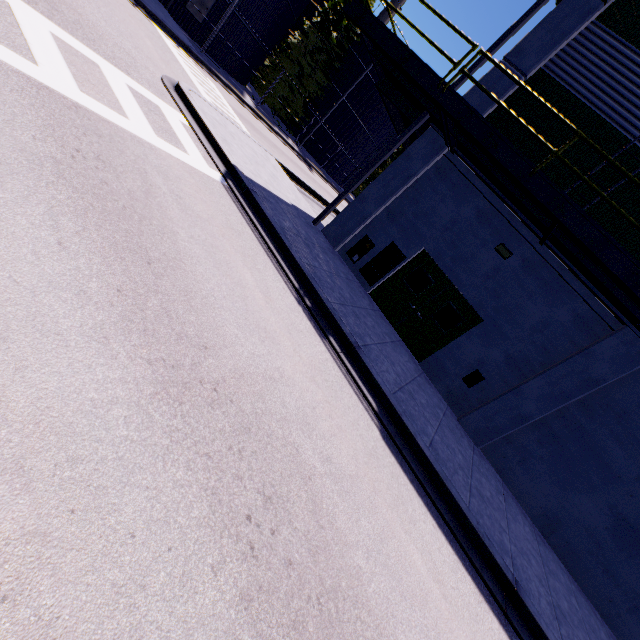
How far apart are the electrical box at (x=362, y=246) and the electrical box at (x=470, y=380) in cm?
517

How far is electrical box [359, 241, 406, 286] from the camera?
10.9 meters

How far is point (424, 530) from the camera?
4.9 meters

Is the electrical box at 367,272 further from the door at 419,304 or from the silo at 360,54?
the silo at 360,54

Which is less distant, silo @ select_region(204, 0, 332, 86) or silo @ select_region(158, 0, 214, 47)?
silo @ select_region(158, 0, 214, 47)

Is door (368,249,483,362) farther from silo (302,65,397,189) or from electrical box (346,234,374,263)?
silo (302,65,397,189)

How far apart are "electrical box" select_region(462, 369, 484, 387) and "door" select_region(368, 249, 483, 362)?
1.09m

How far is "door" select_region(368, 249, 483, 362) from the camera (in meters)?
10.23
